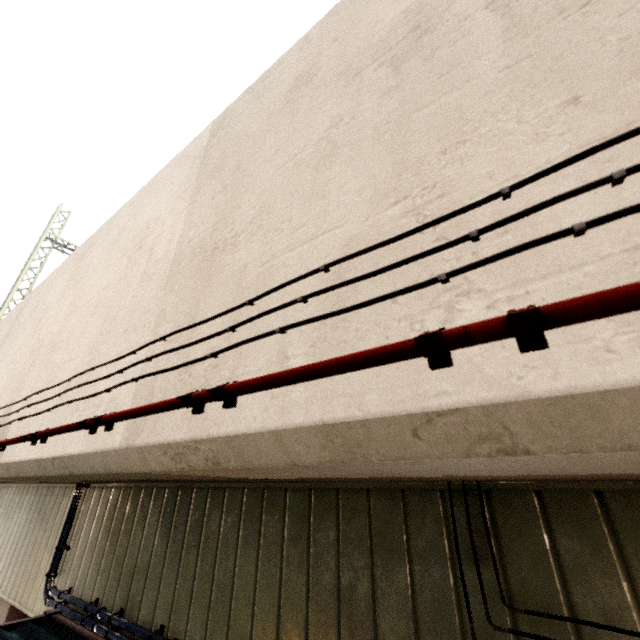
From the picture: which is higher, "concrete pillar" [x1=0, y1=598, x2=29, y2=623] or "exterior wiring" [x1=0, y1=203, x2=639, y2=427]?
"exterior wiring" [x1=0, y1=203, x2=639, y2=427]

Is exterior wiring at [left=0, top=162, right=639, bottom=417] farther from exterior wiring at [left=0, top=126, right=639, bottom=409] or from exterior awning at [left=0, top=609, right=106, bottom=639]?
exterior awning at [left=0, top=609, right=106, bottom=639]

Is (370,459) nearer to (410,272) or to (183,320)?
(410,272)

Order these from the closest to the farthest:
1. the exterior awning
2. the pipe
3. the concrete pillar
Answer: the pipe, the exterior awning, the concrete pillar

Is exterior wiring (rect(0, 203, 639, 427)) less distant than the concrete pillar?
Yes

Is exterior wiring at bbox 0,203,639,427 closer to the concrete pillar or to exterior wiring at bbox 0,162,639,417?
exterior wiring at bbox 0,162,639,417

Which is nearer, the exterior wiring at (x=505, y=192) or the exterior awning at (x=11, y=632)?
the exterior wiring at (x=505, y=192)

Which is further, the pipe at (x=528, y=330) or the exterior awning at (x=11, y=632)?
the exterior awning at (x=11, y=632)
